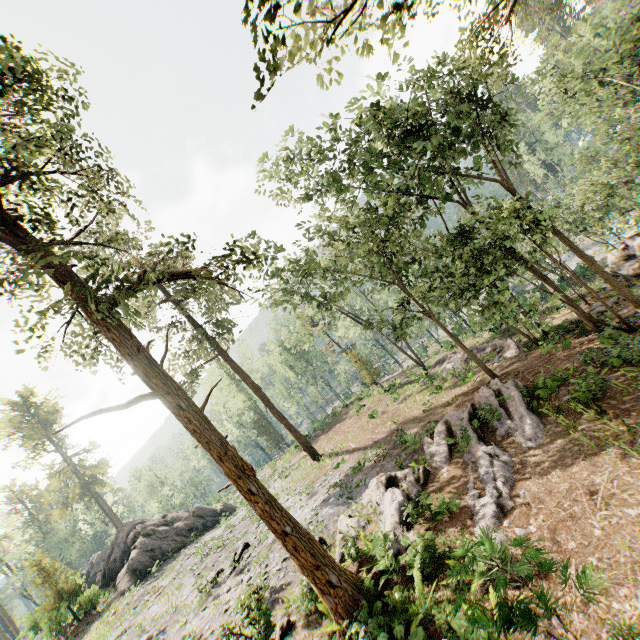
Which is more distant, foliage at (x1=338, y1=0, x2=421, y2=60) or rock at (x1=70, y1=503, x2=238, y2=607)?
rock at (x1=70, y1=503, x2=238, y2=607)

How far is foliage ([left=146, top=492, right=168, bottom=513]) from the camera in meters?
57.8 m

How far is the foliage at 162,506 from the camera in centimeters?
5784cm

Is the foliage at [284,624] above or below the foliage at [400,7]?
below

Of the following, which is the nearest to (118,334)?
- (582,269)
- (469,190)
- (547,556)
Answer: (547,556)

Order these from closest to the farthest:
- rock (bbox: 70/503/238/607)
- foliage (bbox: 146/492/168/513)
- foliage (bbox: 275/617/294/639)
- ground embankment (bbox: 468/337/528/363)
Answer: foliage (bbox: 275/617/294/639)
ground embankment (bbox: 468/337/528/363)
rock (bbox: 70/503/238/607)
foliage (bbox: 146/492/168/513)

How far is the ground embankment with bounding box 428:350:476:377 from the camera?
24.6 meters
